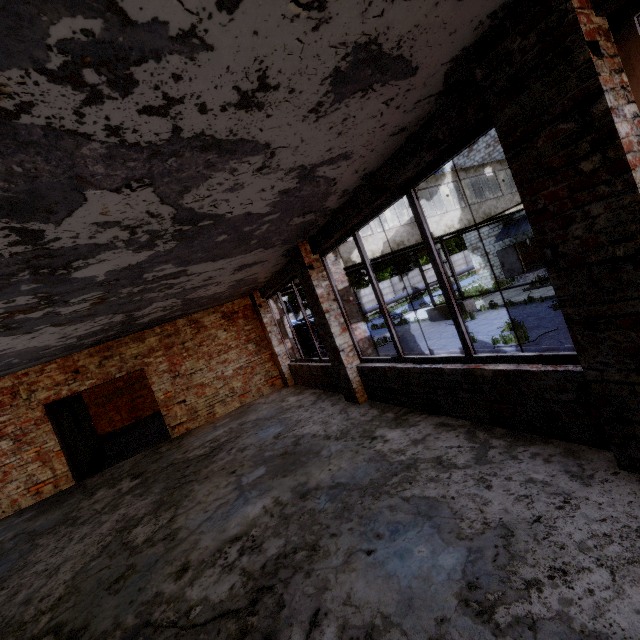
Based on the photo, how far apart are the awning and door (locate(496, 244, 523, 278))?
0.5 meters

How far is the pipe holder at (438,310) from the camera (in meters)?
18.21

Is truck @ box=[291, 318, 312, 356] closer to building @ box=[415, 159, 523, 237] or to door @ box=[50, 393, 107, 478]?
building @ box=[415, 159, 523, 237]

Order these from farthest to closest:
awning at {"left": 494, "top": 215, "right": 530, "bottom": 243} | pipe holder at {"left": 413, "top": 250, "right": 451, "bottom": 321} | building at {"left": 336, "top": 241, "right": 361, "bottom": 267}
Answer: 1. awning at {"left": 494, "top": 215, "right": 530, "bottom": 243}
2. pipe holder at {"left": 413, "top": 250, "right": 451, "bottom": 321}
3. building at {"left": 336, "top": 241, "right": 361, "bottom": 267}

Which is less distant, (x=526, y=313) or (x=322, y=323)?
(x=322, y=323)

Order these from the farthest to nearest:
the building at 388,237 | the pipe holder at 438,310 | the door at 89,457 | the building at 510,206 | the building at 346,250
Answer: the pipe holder at 438,310 → the building at 510,206 → the building at 388,237 → the building at 346,250 → the door at 89,457

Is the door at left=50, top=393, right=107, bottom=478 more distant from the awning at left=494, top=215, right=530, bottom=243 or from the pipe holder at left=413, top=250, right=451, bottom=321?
the awning at left=494, top=215, right=530, bottom=243

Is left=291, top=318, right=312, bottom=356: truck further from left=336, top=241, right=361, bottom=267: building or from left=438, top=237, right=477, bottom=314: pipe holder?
left=438, top=237, right=477, bottom=314: pipe holder
